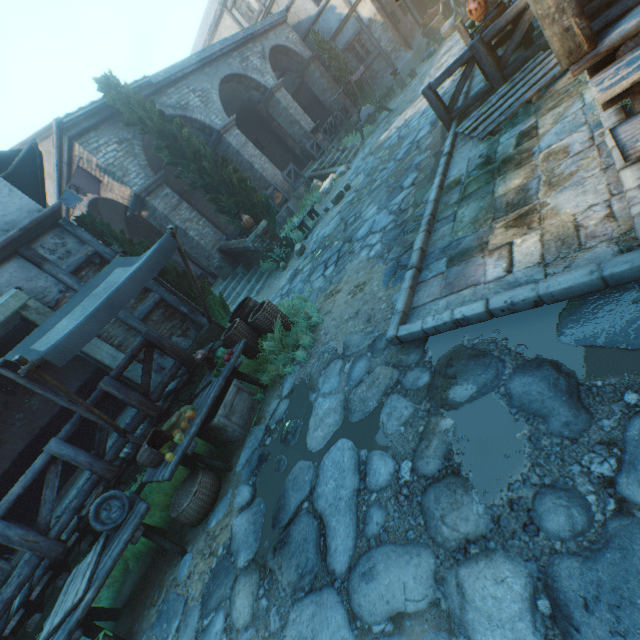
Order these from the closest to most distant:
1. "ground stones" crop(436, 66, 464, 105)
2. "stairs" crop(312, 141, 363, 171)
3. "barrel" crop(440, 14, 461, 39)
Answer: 1. "ground stones" crop(436, 66, 464, 105)
2. "stairs" crop(312, 141, 363, 171)
3. "barrel" crop(440, 14, 461, 39)

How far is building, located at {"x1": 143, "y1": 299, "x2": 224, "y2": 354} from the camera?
7.65m

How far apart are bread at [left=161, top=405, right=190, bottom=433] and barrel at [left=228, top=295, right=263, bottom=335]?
1.7m

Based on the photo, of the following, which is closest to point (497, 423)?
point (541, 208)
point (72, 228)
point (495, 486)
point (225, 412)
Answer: point (495, 486)

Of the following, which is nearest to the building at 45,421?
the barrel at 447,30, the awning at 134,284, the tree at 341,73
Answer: the tree at 341,73

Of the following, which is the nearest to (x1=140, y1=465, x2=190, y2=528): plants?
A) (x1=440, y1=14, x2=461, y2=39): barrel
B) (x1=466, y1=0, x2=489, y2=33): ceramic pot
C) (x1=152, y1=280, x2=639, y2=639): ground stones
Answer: (x1=152, y1=280, x2=639, y2=639): ground stones

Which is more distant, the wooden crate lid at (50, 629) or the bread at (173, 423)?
the bread at (173, 423)

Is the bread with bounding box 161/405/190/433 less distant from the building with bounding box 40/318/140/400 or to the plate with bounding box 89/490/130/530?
the plate with bounding box 89/490/130/530
